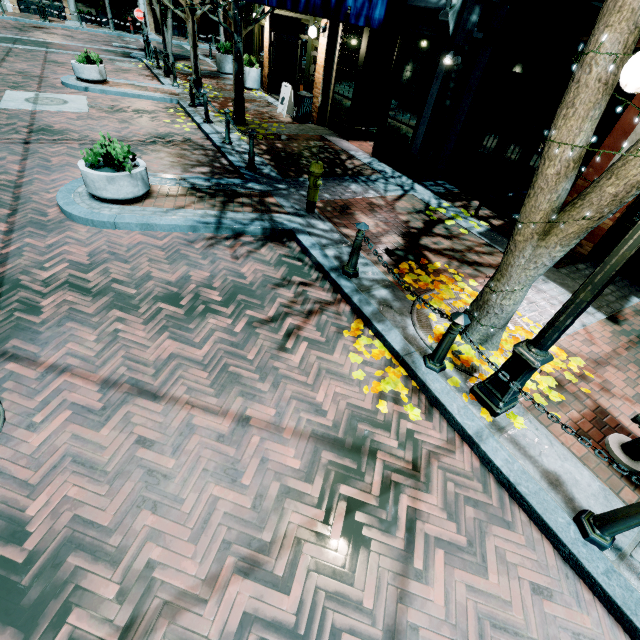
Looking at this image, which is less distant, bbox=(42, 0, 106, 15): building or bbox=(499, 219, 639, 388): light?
bbox=(499, 219, 639, 388): light

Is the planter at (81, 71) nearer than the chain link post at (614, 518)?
No

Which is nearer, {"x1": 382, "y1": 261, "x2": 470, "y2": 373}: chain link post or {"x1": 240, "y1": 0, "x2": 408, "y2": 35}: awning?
{"x1": 382, "y1": 261, "x2": 470, "y2": 373}: chain link post

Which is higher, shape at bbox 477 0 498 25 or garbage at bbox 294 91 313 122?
shape at bbox 477 0 498 25

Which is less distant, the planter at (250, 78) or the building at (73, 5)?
the planter at (250, 78)

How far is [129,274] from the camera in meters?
4.6 m

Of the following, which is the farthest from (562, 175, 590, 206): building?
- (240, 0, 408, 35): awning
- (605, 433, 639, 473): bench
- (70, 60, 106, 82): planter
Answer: (70, 60, 106, 82): planter

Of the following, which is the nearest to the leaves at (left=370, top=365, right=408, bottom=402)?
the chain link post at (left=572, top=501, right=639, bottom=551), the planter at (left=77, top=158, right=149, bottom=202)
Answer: the chain link post at (left=572, top=501, right=639, bottom=551)
